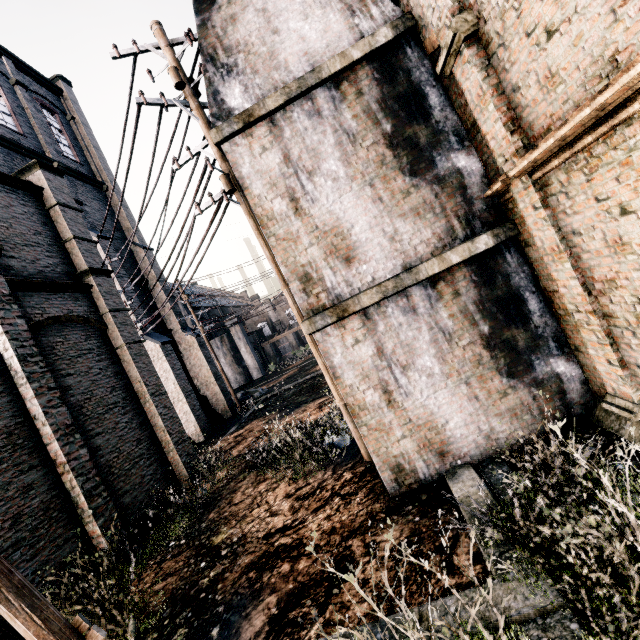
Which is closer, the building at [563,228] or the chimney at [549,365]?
the building at [563,228]

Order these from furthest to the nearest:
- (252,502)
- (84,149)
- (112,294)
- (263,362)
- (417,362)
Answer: (263,362)
(84,149)
(112,294)
(252,502)
(417,362)

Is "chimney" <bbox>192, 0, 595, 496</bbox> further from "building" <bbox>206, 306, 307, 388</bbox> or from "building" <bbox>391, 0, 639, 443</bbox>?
"building" <bbox>206, 306, 307, 388</bbox>

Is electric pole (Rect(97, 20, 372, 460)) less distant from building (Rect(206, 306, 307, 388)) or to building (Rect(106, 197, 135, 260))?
building (Rect(106, 197, 135, 260))

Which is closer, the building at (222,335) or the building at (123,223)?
the building at (123,223)

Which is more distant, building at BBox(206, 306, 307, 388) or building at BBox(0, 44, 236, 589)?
building at BBox(206, 306, 307, 388)

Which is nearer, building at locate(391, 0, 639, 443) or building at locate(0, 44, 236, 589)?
building at locate(391, 0, 639, 443)

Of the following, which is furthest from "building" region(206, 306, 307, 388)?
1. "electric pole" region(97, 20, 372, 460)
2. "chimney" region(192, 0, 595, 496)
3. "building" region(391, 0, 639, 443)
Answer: "chimney" region(192, 0, 595, 496)
